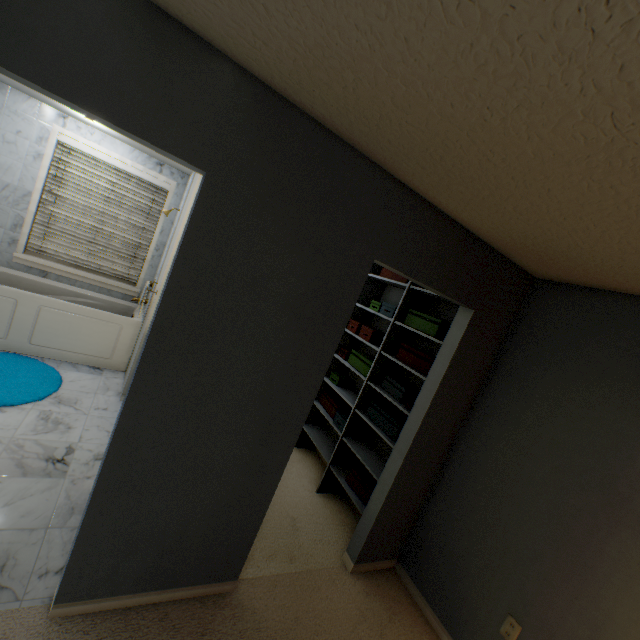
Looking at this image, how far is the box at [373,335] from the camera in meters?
3.1 m

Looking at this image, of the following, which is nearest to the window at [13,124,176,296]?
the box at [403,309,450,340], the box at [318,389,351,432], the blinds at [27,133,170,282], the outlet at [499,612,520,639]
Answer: the blinds at [27,133,170,282]

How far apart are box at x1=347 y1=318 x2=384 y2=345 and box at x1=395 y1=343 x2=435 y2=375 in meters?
0.4

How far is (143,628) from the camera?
1.56m

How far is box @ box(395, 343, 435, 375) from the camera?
2.55m

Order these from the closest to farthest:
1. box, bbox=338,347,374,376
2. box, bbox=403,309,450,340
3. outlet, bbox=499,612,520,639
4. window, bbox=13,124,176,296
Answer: outlet, bbox=499,612,520,639, box, bbox=403,309,450,340, box, bbox=338,347,374,376, window, bbox=13,124,176,296

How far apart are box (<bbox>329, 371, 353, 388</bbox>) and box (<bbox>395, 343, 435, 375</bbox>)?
0.9 meters

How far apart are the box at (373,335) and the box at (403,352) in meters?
0.4 m
